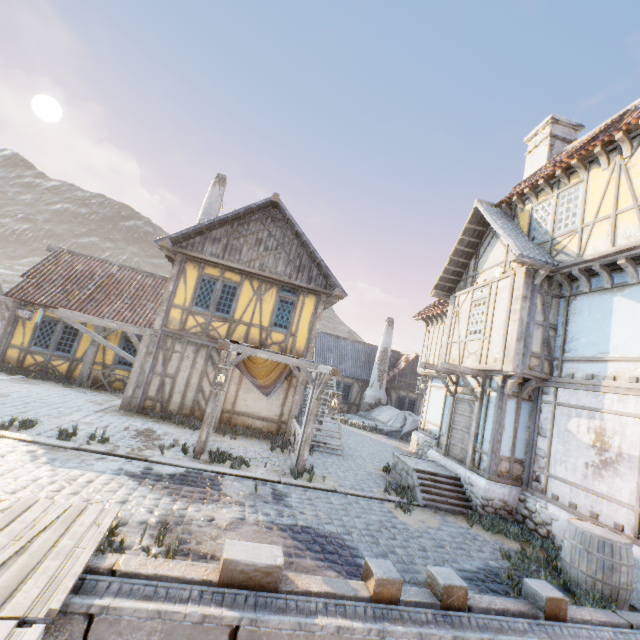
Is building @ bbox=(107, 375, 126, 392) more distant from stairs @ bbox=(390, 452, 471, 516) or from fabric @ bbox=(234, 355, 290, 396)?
stairs @ bbox=(390, 452, 471, 516)

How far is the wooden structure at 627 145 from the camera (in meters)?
7.55

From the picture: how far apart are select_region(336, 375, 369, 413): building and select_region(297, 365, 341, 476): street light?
15.0m

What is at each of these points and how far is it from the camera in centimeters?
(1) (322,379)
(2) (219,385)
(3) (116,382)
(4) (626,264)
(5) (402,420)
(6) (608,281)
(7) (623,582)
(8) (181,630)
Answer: (1) street light, 875cm
(2) street light, 714cm
(3) building, 1388cm
(4) wooden structure, 730cm
(5) rock, 2047cm
(6) wooden structure, 779cm
(7) barrel, 548cm
(8) stone blocks, 331cm

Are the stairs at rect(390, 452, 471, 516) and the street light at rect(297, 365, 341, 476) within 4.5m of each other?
yes

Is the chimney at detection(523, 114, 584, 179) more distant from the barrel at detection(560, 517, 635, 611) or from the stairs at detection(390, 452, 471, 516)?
the barrel at detection(560, 517, 635, 611)

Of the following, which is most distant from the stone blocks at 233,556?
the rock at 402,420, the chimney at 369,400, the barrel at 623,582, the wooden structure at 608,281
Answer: the chimney at 369,400

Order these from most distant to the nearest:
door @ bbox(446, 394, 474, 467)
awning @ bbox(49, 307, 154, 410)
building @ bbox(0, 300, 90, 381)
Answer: building @ bbox(0, 300, 90, 381)
awning @ bbox(49, 307, 154, 410)
door @ bbox(446, 394, 474, 467)
